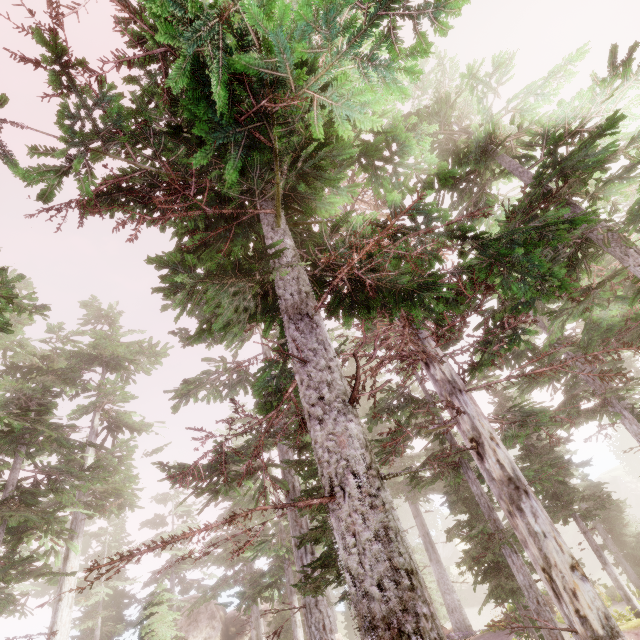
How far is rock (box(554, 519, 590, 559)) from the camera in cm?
4866

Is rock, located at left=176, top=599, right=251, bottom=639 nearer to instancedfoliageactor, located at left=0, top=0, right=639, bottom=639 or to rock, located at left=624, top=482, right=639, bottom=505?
instancedfoliageactor, located at left=0, top=0, right=639, bottom=639

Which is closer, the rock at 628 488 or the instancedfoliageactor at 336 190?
the instancedfoliageactor at 336 190

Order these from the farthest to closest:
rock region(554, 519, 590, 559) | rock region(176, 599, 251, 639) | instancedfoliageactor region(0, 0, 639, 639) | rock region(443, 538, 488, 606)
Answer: rock region(554, 519, 590, 559) → rock region(443, 538, 488, 606) → rock region(176, 599, 251, 639) → instancedfoliageactor region(0, 0, 639, 639)

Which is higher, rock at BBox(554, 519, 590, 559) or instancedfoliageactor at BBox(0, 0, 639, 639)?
instancedfoliageactor at BBox(0, 0, 639, 639)

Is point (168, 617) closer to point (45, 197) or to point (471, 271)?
point (45, 197)

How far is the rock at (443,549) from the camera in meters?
45.2 m
